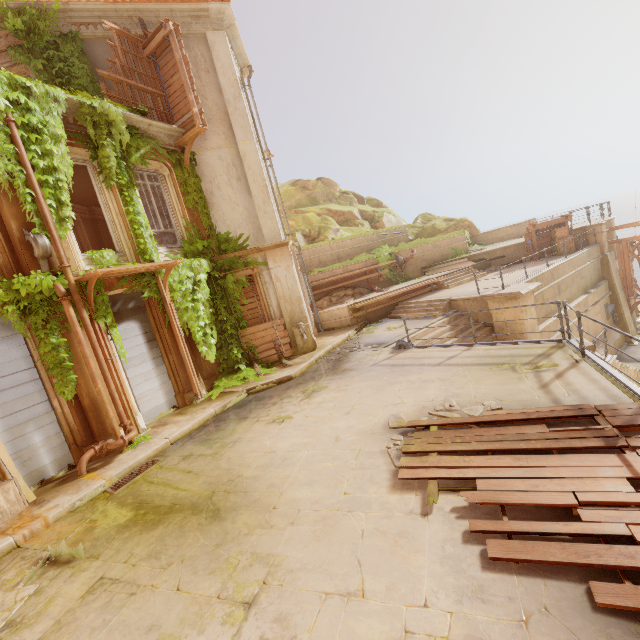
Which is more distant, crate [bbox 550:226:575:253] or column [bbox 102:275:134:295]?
crate [bbox 550:226:575:253]

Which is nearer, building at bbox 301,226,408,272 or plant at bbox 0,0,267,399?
plant at bbox 0,0,267,399

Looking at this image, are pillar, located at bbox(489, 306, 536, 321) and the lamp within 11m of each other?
no

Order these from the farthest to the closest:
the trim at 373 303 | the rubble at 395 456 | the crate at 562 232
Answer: the crate at 562 232 → the trim at 373 303 → the rubble at 395 456

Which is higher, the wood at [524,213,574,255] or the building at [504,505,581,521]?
the wood at [524,213,574,255]

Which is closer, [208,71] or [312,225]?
[208,71]

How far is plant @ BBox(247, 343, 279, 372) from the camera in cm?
1170

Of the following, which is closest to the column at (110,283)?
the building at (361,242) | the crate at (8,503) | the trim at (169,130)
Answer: the building at (361,242)
